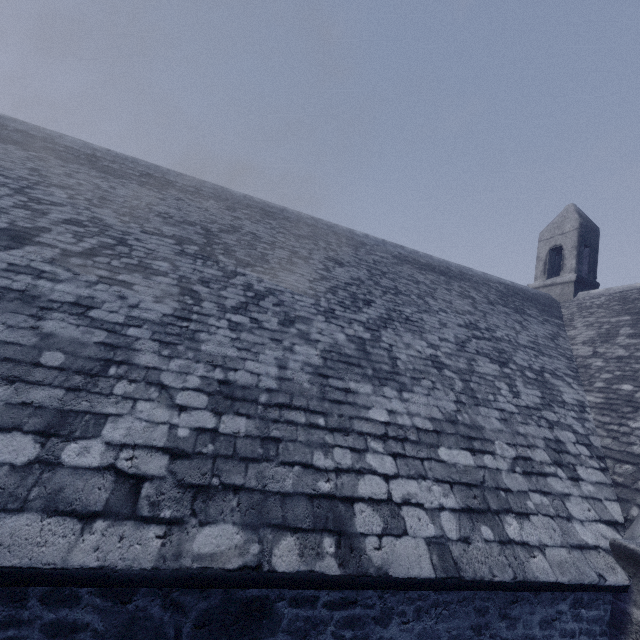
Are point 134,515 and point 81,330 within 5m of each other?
yes
